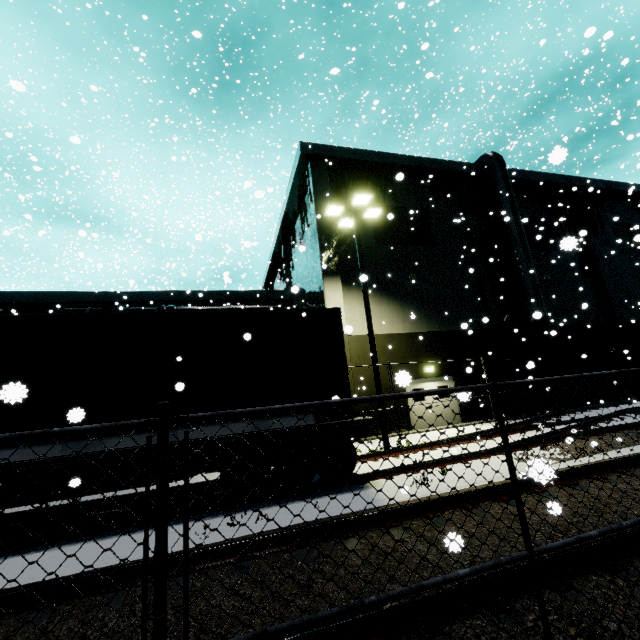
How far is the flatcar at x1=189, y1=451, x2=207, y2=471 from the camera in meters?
6.2

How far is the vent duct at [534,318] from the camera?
17.8 meters

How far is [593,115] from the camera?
29.39m

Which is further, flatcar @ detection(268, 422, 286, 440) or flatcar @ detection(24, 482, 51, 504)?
flatcar @ detection(268, 422, 286, 440)

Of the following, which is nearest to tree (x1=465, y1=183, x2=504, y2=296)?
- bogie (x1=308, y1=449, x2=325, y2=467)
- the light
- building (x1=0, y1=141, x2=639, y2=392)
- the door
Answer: building (x1=0, y1=141, x2=639, y2=392)

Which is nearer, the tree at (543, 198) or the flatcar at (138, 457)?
the flatcar at (138, 457)

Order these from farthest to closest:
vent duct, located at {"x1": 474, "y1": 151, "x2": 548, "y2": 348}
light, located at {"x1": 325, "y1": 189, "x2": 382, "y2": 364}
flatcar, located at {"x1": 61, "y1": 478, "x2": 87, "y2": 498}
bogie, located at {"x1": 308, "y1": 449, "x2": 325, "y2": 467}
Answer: vent duct, located at {"x1": 474, "y1": 151, "x2": 548, "y2": 348}, light, located at {"x1": 325, "y1": 189, "x2": 382, "y2": 364}, bogie, located at {"x1": 308, "y1": 449, "x2": 325, "y2": 467}, flatcar, located at {"x1": 61, "y1": 478, "x2": 87, "y2": 498}
